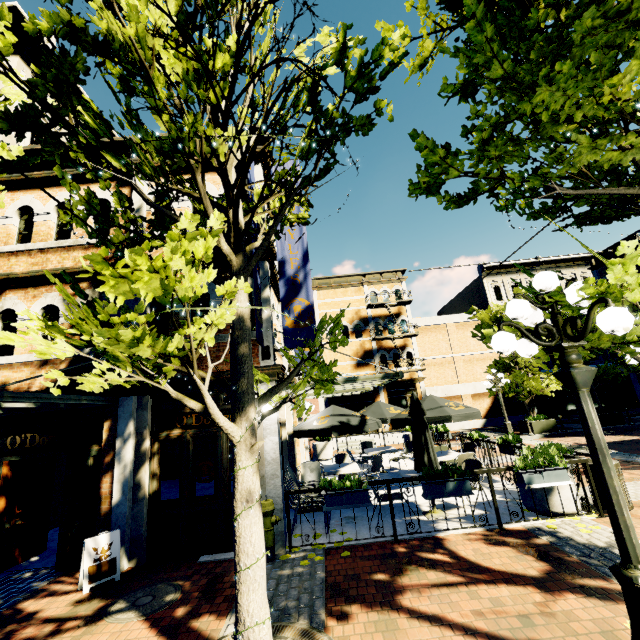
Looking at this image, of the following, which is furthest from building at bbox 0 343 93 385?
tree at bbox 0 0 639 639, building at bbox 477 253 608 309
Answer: building at bbox 477 253 608 309

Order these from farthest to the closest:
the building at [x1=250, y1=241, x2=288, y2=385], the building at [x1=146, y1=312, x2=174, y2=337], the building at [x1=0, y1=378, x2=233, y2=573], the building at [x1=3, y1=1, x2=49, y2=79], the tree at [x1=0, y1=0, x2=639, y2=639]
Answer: the building at [x1=3, y1=1, x2=49, y2=79]
the building at [x1=146, y1=312, x2=174, y2=337]
the building at [x1=250, y1=241, x2=288, y2=385]
the building at [x1=0, y1=378, x2=233, y2=573]
the tree at [x1=0, y1=0, x2=639, y2=639]

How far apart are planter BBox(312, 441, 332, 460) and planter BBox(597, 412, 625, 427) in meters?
14.6 m

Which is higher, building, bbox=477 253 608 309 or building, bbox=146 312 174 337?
building, bbox=477 253 608 309

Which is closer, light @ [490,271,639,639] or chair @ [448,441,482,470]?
light @ [490,271,639,639]

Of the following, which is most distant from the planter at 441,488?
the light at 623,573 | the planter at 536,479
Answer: the light at 623,573

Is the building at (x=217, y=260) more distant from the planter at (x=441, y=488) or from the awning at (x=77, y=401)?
the planter at (x=441, y=488)

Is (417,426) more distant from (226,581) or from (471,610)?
(226,581)
